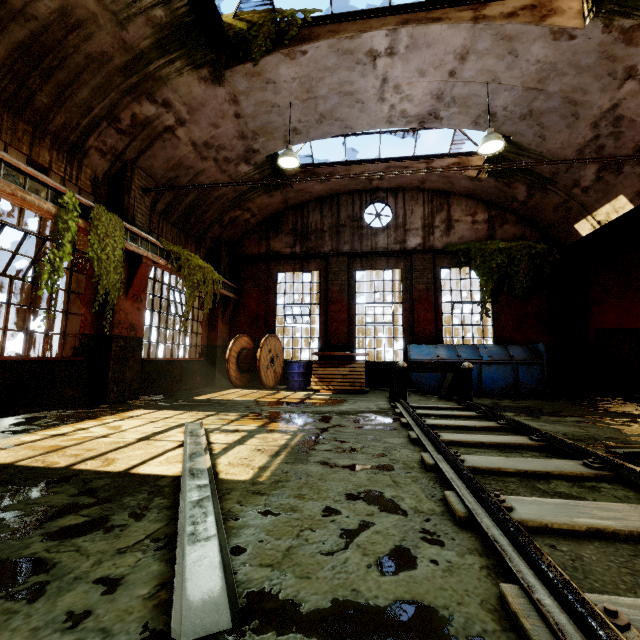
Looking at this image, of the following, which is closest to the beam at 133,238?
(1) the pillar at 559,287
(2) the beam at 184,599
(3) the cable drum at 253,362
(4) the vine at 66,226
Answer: (4) the vine at 66,226

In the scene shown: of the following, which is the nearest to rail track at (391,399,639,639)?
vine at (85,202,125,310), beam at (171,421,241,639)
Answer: beam at (171,421,241,639)

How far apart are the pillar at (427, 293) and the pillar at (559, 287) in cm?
402

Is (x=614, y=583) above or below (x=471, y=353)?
below

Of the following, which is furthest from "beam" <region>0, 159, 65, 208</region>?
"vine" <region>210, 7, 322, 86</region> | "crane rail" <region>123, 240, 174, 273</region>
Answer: "vine" <region>210, 7, 322, 86</region>

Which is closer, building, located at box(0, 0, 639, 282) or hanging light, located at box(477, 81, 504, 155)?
building, located at box(0, 0, 639, 282)

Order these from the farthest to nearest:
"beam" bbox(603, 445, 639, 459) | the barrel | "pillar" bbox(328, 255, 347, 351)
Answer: "pillar" bbox(328, 255, 347, 351), the barrel, "beam" bbox(603, 445, 639, 459)

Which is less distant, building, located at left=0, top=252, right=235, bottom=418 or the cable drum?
building, located at left=0, top=252, right=235, bottom=418
